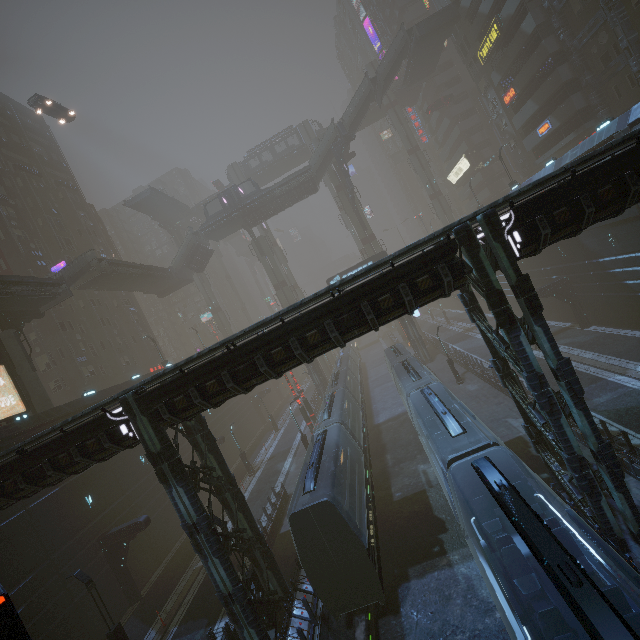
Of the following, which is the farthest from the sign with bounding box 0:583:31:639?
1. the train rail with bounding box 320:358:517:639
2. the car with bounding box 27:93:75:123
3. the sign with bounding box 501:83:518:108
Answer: the sign with bounding box 501:83:518:108

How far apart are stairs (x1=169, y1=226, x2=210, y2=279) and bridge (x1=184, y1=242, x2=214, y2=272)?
0.0 meters

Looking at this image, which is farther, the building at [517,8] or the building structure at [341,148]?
the building structure at [341,148]

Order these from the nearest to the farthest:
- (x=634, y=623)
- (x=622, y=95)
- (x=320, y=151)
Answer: (x=634, y=623) → (x=622, y=95) → (x=320, y=151)

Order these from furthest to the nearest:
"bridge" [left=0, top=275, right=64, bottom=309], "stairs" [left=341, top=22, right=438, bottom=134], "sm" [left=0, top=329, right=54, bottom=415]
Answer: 1. "stairs" [left=341, top=22, right=438, bottom=134]
2. "sm" [left=0, top=329, right=54, bottom=415]
3. "bridge" [left=0, top=275, right=64, bottom=309]

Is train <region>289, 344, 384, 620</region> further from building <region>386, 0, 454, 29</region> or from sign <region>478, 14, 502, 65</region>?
sign <region>478, 14, 502, 65</region>

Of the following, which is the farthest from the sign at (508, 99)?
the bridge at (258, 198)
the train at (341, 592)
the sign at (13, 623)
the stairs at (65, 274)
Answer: the sign at (13, 623)

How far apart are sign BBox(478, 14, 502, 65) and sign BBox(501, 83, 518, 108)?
4.28m
